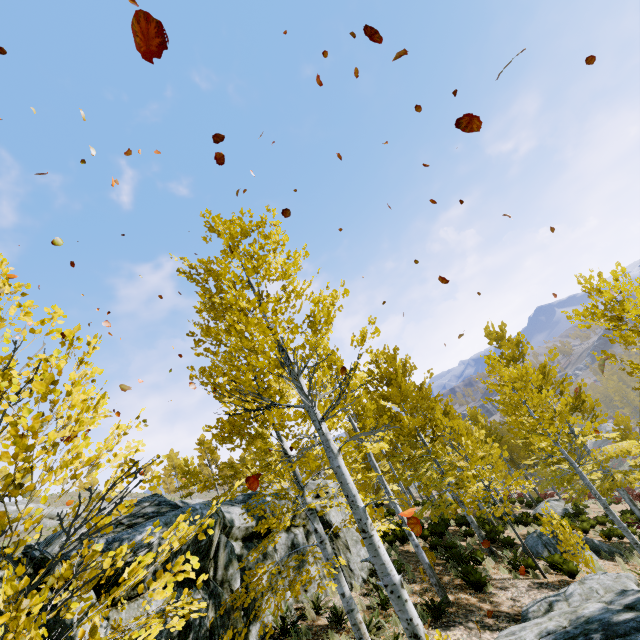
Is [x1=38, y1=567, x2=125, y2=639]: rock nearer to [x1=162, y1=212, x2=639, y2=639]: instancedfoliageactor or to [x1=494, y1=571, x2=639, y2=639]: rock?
[x1=162, y1=212, x2=639, y2=639]: instancedfoliageactor

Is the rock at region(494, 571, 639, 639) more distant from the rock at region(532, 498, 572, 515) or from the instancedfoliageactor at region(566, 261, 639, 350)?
the rock at region(532, 498, 572, 515)

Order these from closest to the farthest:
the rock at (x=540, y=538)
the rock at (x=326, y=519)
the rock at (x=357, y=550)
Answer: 1. the rock at (x=357, y=550)
2. the rock at (x=326, y=519)
3. the rock at (x=540, y=538)

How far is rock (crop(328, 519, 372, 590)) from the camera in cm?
1002

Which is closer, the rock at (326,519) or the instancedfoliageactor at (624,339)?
the instancedfoliageactor at (624,339)

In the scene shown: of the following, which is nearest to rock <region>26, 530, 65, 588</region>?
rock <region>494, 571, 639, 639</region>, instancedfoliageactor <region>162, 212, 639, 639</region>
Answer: instancedfoliageactor <region>162, 212, 639, 639</region>

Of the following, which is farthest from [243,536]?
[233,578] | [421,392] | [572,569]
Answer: [421,392]

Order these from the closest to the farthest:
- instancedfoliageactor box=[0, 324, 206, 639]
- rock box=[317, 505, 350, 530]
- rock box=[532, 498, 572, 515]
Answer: instancedfoliageactor box=[0, 324, 206, 639], rock box=[317, 505, 350, 530], rock box=[532, 498, 572, 515]
